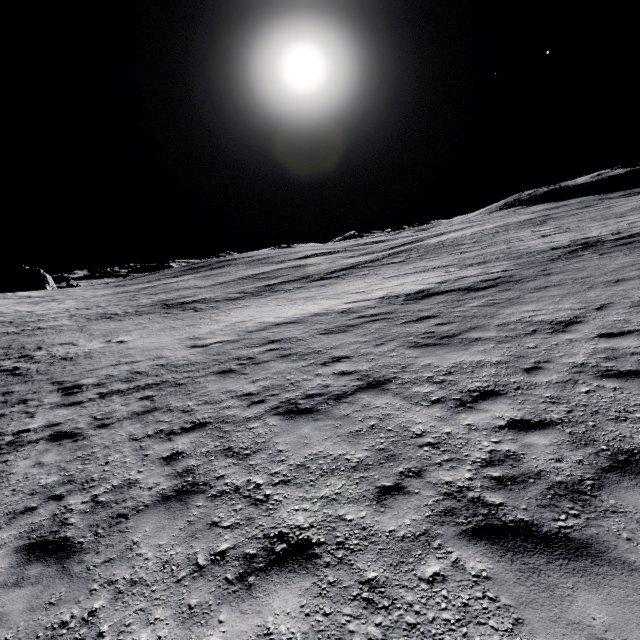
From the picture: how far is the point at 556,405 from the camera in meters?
5.0
